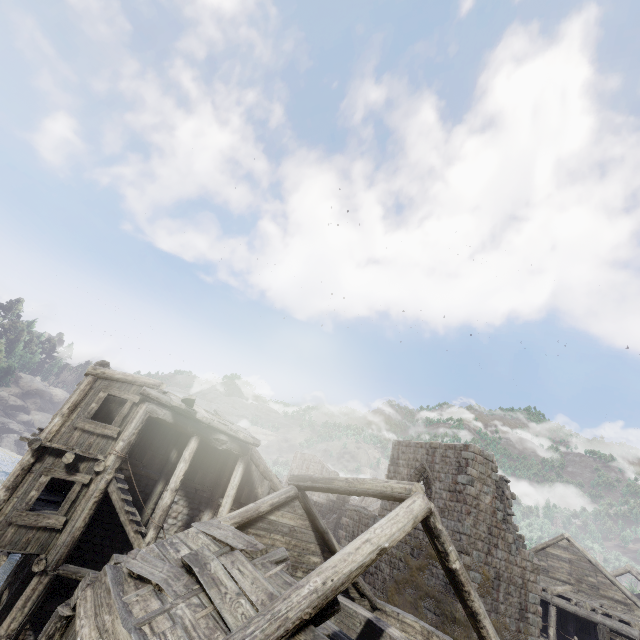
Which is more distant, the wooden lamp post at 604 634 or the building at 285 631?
the wooden lamp post at 604 634

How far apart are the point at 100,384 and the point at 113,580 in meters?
7.3

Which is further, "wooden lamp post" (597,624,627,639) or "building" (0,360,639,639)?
"wooden lamp post" (597,624,627,639)
